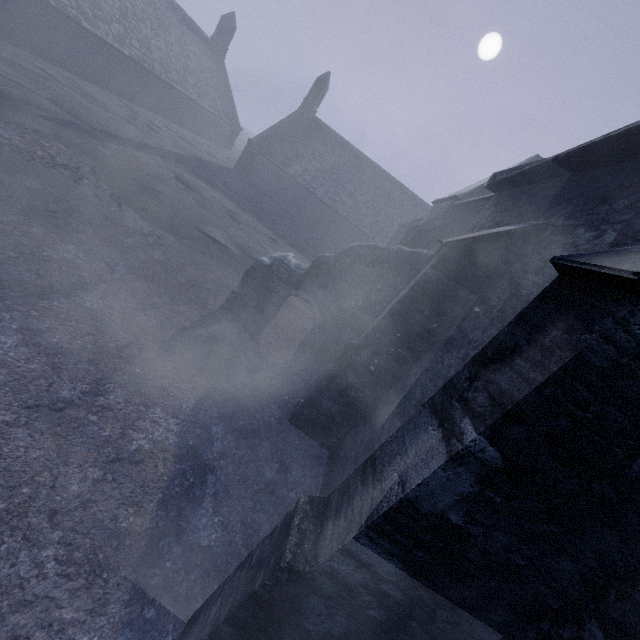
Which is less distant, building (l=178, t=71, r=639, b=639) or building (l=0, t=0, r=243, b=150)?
building (l=178, t=71, r=639, b=639)

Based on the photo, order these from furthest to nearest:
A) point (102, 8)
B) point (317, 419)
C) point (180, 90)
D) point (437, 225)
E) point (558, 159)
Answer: point (180, 90) → point (102, 8) → point (437, 225) → point (317, 419) → point (558, 159)

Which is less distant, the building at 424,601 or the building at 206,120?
Answer: the building at 424,601
